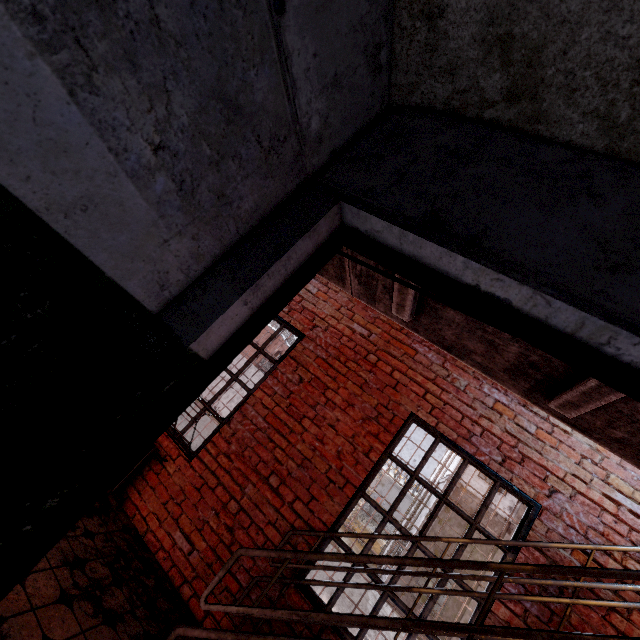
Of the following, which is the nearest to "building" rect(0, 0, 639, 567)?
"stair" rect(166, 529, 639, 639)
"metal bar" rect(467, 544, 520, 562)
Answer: "stair" rect(166, 529, 639, 639)

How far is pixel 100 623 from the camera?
2.2m

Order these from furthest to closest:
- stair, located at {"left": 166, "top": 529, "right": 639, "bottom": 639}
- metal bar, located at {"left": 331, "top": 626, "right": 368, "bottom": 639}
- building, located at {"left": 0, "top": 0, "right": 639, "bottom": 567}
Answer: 1. metal bar, located at {"left": 331, "top": 626, "right": 368, "bottom": 639}
2. stair, located at {"left": 166, "top": 529, "right": 639, "bottom": 639}
3. building, located at {"left": 0, "top": 0, "right": 639, "bottom": 567}

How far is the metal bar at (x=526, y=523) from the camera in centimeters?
302cm

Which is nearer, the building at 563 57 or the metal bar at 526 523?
the building at 563 57

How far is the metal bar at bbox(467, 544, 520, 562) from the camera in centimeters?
285cm
